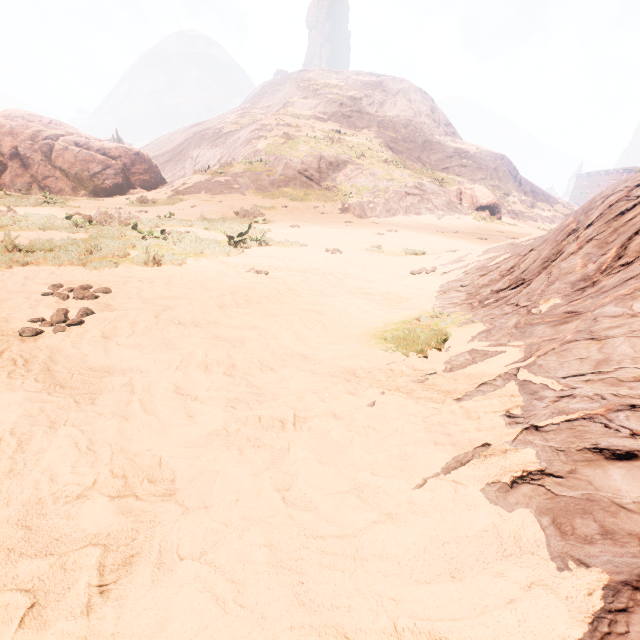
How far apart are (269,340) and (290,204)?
17.0m

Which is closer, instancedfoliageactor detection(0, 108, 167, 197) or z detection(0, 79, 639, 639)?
z detection(0, 79, 639, 639)

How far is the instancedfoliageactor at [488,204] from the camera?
29.52m

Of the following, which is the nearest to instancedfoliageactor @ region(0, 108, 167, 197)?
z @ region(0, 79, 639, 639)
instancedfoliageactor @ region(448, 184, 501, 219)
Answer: z @ region(0, 79, 639, 639)

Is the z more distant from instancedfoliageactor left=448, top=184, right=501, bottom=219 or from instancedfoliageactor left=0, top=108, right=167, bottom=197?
instancedfoliageactor left=0, top=108, right=167, bottom=197

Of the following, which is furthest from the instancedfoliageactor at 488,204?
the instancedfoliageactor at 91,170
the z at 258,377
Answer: the instancedfoliageactor at 91,170
